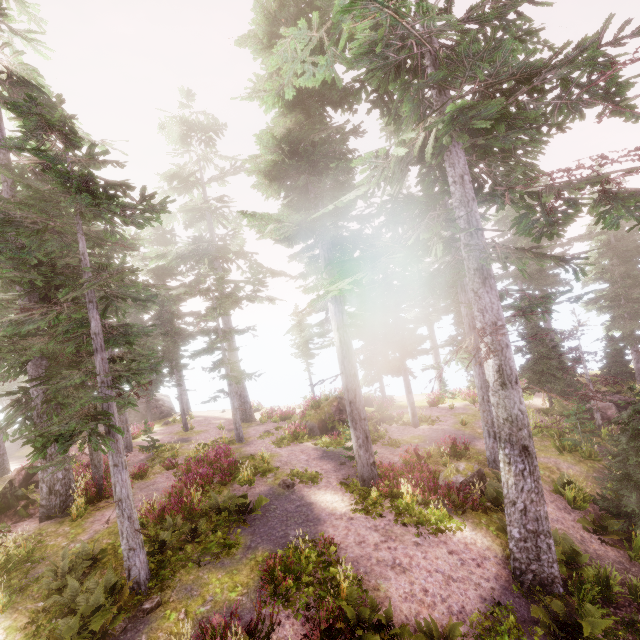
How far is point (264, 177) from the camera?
14.3m

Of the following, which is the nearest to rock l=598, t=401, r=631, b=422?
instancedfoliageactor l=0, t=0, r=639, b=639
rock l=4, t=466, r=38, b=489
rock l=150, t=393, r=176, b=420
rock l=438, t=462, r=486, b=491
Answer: instancedfoliageactor l=0, t=0, r=639, b=639

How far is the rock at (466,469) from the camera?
13.0 meters

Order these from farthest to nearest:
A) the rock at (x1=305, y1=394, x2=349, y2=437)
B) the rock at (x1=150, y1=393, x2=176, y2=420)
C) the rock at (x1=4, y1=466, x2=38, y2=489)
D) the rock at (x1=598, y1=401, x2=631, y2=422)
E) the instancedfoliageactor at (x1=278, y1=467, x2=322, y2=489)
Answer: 1. the rock at (x1=150, y1=393, x2=176, y2=420)
2. the rock at (x1=305, y1=394, x2=349, y2=437)
3. the rock at (x1=598, y1=401, x2=631, y2=422)
4. the rock at (x1=4, y1=466, x2=38, y2=489)
5. the instancedfoliageactor at (x1=278, y1=467, x2=322, y2=489)

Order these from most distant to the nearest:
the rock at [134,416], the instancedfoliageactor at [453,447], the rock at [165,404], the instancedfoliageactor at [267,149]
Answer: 1. the rock at [165,404]
2. the rock at [134,416]
3. the instancedfoliageactor at [453,447]
4. the instancedfoliageactor at [267,149]

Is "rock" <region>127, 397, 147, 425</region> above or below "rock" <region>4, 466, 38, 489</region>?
below

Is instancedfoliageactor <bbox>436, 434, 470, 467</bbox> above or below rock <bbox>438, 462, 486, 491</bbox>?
below

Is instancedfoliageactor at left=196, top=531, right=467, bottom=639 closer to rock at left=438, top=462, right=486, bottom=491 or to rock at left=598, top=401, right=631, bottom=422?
rock at left=438, top=462, right=486, bottom=491
